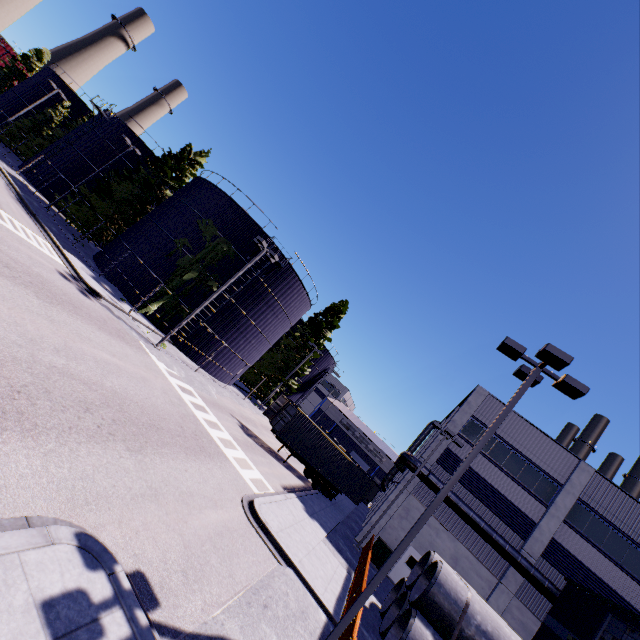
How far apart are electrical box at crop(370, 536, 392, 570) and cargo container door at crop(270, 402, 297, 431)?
9.7m

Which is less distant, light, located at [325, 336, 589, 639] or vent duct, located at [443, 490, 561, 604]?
light, located at [325, 336, 589, 639]

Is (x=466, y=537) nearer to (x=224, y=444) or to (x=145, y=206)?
(x=224, y=444)

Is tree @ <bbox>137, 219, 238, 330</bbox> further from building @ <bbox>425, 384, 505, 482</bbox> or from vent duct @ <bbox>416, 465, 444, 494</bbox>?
vent duct @ <bbox>416, 465, 444, 494</bbox>

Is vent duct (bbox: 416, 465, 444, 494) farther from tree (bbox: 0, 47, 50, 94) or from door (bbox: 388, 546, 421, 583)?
tree (bbox: 0, 47, 50, 94)

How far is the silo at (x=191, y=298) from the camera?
26.42m

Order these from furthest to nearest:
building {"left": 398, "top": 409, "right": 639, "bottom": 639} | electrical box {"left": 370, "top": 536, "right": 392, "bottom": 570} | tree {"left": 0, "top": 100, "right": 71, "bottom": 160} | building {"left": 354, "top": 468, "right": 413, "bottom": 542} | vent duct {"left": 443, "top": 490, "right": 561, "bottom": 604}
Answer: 1. tree {"left": 0, "top": 100, "right": 71, "bottom": 160}
2. building {"left": 354, "top": 468, "right": 413, "bottom": 542}
3. electrical box {"left": 370, "top": 536, "right": 392, "bottom": 570}
4. vent duct {"left": 443, "top": 490, "right": 561, "bottom": 604}
5. building {"left": 398, "top": 409, "right": 639, "bottom": 639}

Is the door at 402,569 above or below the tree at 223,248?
below
